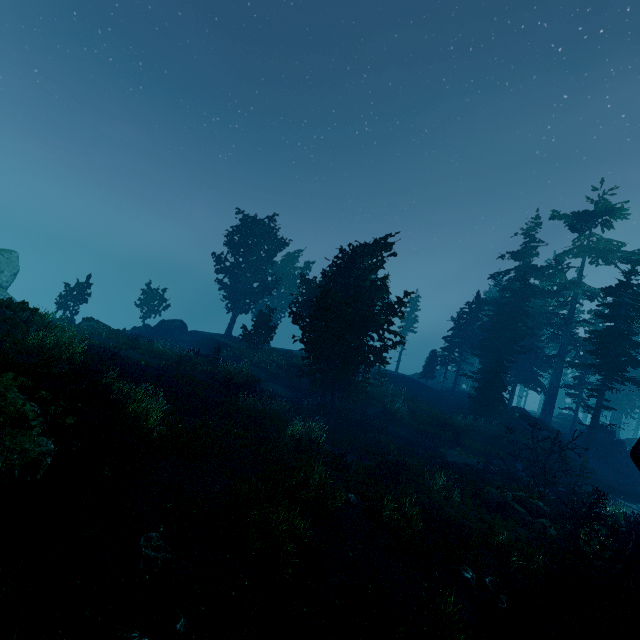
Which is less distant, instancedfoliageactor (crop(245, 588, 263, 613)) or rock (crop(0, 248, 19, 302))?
instancedfoliageactor (crop(245, 588, 263, 613))

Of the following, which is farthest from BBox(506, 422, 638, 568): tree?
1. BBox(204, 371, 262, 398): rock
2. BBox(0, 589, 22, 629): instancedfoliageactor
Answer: BBox(0, 589, 22, 629): instancedfoliageactor

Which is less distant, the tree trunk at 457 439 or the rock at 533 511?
the rock at 533 511

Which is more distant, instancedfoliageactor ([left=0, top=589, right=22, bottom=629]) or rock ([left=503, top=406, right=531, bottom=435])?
rock ([left=503, top=406, right=531, bottom=435])

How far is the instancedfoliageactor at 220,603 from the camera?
5.6m

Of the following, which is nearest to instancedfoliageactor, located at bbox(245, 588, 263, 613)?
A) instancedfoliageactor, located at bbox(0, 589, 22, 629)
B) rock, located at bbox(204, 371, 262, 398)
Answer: rock, located at bbox(204, 371, 262, 398)

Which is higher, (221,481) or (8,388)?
(8,388)

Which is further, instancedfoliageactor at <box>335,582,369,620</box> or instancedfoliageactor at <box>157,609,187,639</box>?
instancedfoliageactor at <box>335,582,369,620</box>
